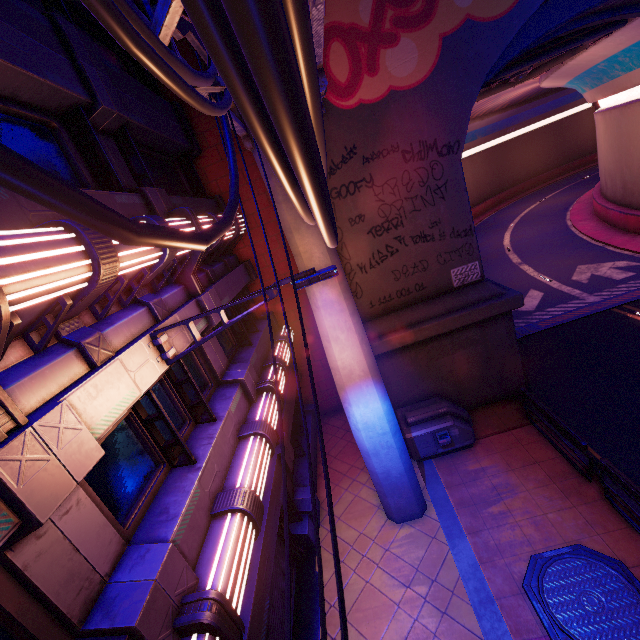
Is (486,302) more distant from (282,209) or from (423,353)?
(282,209)

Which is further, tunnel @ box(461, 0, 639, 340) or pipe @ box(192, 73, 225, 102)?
tunnel @ box(461, 0, 639, 340)

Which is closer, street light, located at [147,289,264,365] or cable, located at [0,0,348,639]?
cable, located at [0,0,348,639]

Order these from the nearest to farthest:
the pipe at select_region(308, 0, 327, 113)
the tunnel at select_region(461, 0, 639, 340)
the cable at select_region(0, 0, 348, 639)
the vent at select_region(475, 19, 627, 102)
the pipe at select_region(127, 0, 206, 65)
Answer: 1. the cable at select_region(0, 0, 348, 639)
2. the pipe at select_region(127, 0, 206, 65)
3. the pipe at select_region(308, 0, 327, 113)
4. the vent at select_region(475, 19, 627, 102)
5. the tunnel at select_region(461, 0, 639, 340)

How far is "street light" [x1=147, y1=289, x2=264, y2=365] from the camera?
5.08m

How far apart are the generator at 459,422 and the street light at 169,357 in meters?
7.0

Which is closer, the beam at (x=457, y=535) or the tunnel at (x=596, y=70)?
the beam at (x=457, y=535)

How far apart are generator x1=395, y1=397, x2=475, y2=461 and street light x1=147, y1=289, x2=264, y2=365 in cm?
701
